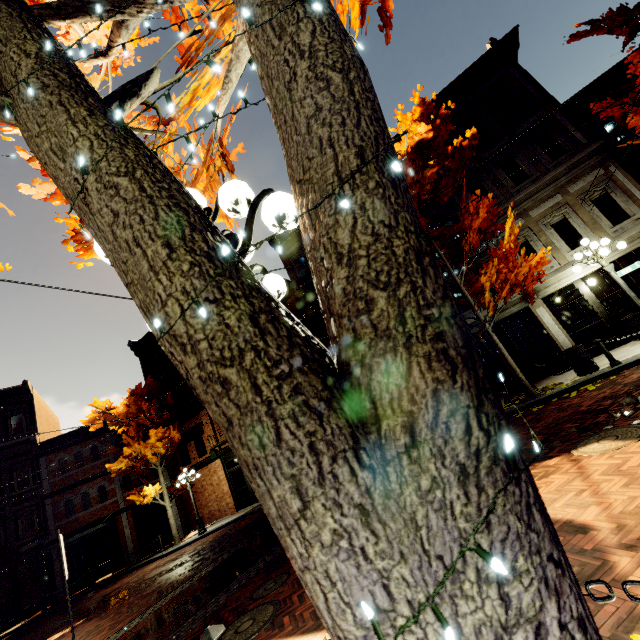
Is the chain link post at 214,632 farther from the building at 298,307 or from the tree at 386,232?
the building at 298,307

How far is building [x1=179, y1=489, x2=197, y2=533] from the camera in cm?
2227

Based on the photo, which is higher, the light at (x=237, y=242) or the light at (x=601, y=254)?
the light at (x=237, y=242)

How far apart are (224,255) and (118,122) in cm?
61

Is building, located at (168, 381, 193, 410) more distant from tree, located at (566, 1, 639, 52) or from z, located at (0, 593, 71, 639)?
z, located at (0, 593, 71, 639)

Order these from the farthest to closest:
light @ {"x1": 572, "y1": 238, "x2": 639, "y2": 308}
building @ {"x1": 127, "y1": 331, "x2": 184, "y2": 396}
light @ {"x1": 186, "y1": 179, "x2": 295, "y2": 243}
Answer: building @ {"x1": 127, "y1": 331, "x2": 184, "y2": 396} → light @ {"x1": 572, "y1": 238, "x2": 639, "y2": 308} → light @ {"x1": 186, "y1": 179, "x2": 295, "y2": 243}

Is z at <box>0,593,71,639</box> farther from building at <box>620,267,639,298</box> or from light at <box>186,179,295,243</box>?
light at <box>186,179,295,243</box>

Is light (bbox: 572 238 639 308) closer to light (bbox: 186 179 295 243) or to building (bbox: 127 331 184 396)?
building (bbox: 127 331 184 396)
